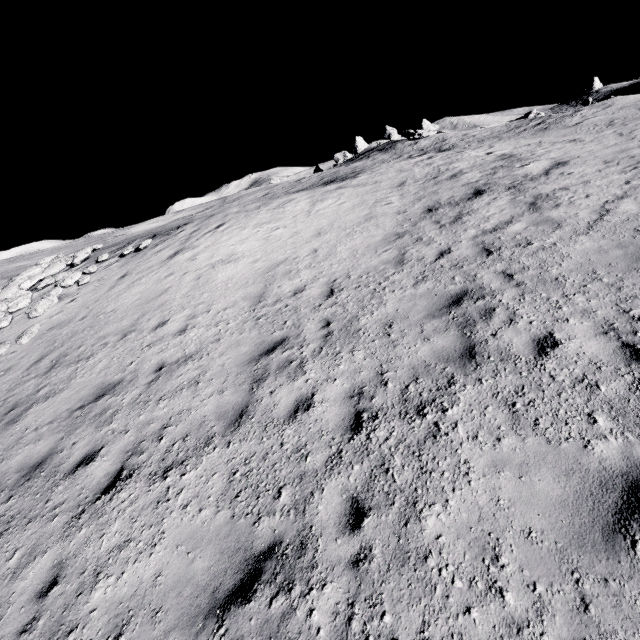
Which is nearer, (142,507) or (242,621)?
(242,621)
